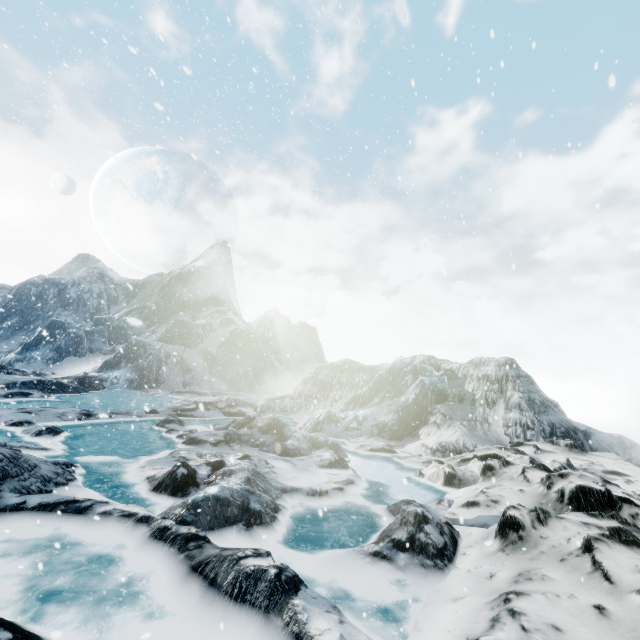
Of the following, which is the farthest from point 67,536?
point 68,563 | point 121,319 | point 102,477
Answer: point 121,319
